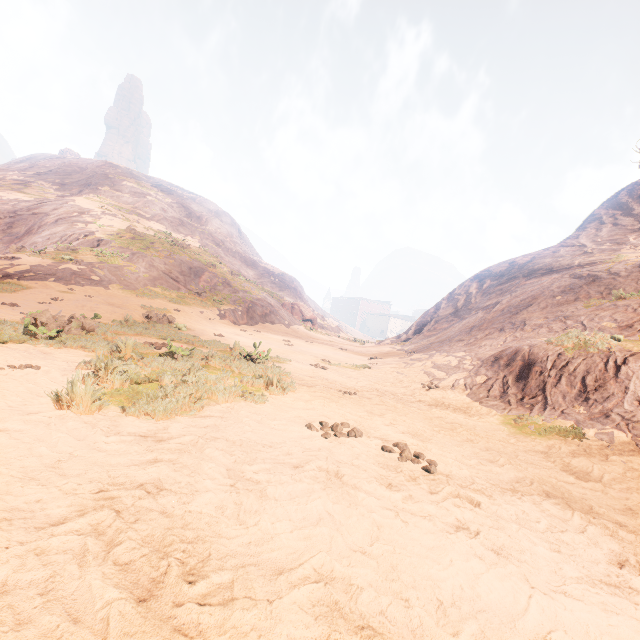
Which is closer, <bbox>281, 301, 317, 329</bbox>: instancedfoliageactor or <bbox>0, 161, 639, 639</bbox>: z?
<bbox>0, 161, 639, 639</bbox>: z

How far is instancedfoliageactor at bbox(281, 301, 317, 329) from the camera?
36.25m

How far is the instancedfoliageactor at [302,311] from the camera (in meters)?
36.25

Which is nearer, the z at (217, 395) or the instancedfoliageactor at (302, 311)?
the z at (217, 395)

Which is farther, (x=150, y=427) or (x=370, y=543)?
(x=150, y=427)
